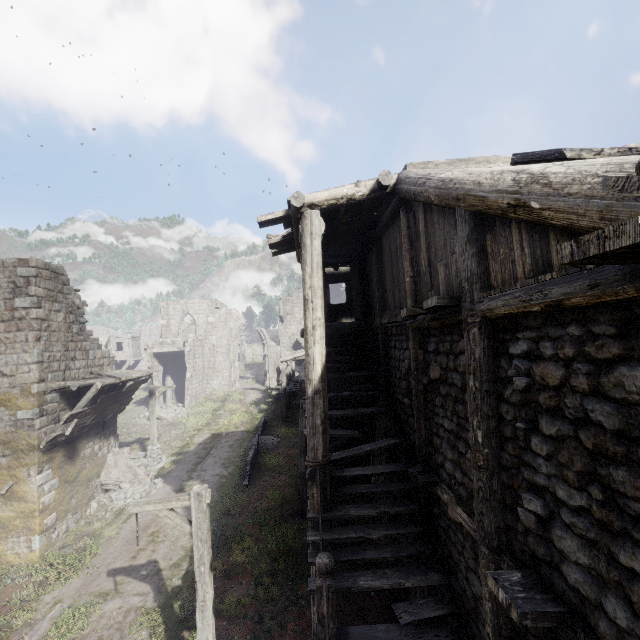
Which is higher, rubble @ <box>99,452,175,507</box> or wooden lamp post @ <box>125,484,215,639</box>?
wooden lamp post @ <box>125,484,215,639</box>

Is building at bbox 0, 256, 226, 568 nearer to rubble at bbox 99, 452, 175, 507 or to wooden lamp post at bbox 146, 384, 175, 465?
rubble at bbox 99, 452, 175, 507

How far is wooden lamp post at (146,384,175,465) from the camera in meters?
18.8 m

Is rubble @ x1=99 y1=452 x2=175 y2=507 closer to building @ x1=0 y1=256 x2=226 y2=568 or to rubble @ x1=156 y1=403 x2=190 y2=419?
building @ x1=0 y1=256 x2=226 y2=568

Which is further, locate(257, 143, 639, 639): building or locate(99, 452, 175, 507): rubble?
locate(99, 452, 175, 507): rubble

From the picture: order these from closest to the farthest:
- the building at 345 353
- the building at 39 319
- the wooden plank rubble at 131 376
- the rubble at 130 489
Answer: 1. the building at 345 353
2. the building at 39 319
3. the wooden plank rubble at 131 376
4. the rubble at 130 489

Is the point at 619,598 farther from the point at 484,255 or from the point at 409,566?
the point at 409,566

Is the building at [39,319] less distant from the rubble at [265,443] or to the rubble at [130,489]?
the rubble at [130,489]
